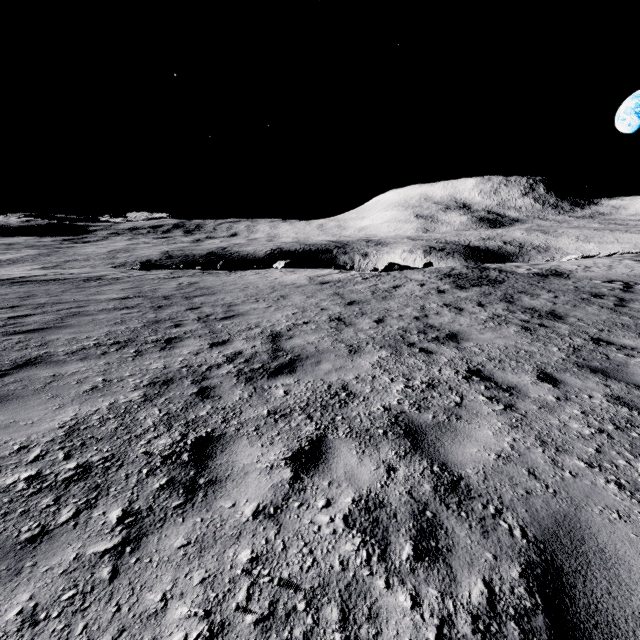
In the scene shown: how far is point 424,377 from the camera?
4.9 meters

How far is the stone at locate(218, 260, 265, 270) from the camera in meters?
23.4 m

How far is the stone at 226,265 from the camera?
23.4m
